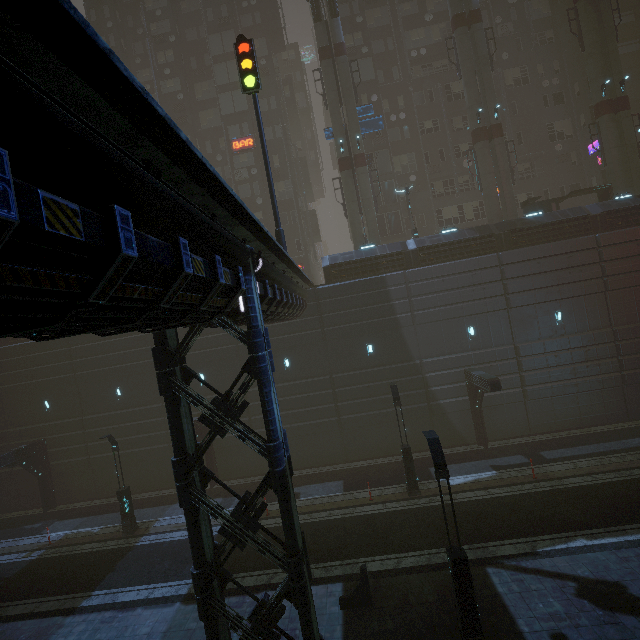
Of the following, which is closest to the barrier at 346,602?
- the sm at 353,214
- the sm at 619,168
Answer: the sm at 353,214

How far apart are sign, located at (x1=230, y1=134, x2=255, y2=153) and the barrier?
33.5m

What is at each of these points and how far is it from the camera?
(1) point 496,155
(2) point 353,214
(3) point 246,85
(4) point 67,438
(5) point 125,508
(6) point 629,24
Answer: (1) sm, 24.7m
(2) sm, 25.5m
(3) traffic light, 13.8m
(4) building, 22.8m
(5) street light, 17.7m
(6) building, 32.3m

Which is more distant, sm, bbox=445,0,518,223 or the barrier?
sm, bbox=445,0,518,223

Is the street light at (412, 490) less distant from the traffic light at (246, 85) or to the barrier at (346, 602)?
the barrier at (346, 602)

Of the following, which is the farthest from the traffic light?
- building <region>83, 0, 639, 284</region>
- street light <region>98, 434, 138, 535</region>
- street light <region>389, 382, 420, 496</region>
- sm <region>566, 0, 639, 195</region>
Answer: sm <region>566, 0, 639, 195</region>

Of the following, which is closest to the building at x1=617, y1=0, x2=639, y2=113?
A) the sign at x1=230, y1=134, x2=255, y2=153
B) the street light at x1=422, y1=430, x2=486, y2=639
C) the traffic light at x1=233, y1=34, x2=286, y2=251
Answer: the sign at x1=230, y1=134, x2=255, y2=153

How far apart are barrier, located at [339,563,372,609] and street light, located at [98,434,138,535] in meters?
12.8
